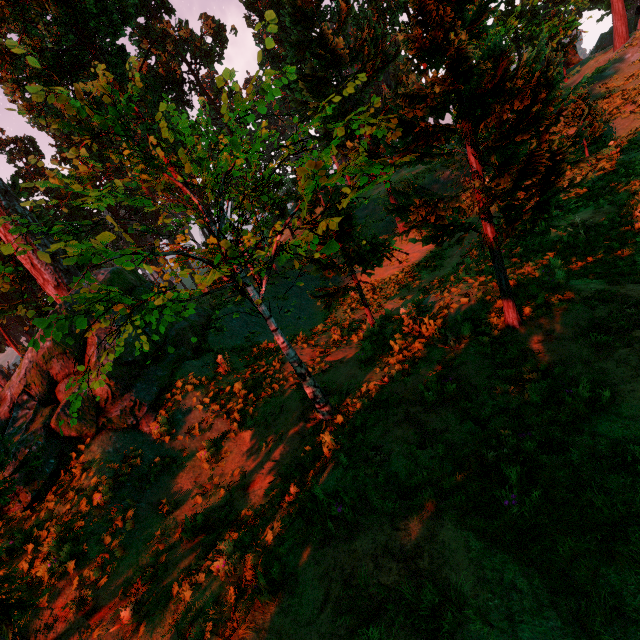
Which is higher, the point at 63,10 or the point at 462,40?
the point at 63,10

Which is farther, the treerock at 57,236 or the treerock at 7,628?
the treerock at 57,236

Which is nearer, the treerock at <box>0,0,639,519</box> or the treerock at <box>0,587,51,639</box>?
the treerock at <box>0,587,51,639</box>
